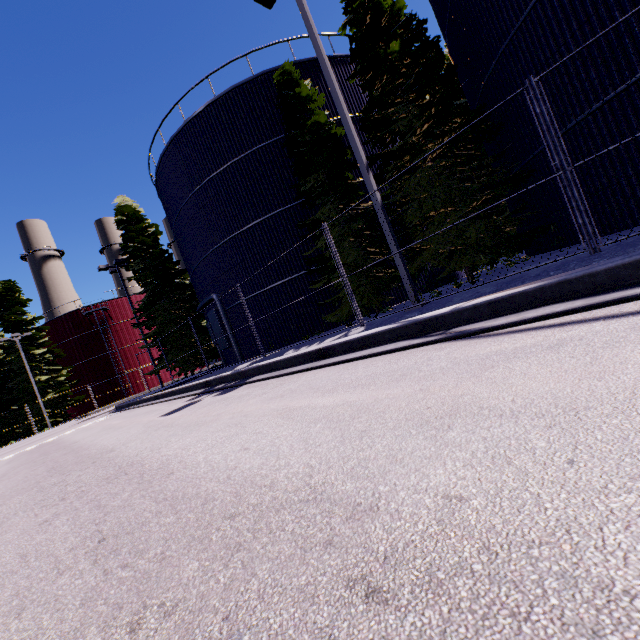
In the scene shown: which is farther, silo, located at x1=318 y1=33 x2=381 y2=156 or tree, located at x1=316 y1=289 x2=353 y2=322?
silo, located at x1=318 y1=33 x2=381 y2=156

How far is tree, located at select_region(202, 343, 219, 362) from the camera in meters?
23.6

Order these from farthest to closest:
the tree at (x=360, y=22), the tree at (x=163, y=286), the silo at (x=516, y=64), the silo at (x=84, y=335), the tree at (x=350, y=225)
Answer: the silo at (x=84, y=335) → the tree at (x=163, y=286) → the tree at (x=350, y=225) → the tree at (x=360, y=22) → the silo at (x=516, y=64)

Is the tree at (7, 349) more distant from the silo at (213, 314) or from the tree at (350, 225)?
the tree at (350, 225)

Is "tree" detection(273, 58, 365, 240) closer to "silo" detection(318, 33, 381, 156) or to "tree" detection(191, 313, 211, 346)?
"silo" detection(318, 33, 381, 156)

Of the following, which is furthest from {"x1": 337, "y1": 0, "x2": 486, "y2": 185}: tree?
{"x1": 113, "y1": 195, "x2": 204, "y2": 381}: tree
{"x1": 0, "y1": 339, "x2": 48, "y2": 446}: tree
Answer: {"x1": 0, "y1": 339, "x2": 48, "y2": 446}: tree

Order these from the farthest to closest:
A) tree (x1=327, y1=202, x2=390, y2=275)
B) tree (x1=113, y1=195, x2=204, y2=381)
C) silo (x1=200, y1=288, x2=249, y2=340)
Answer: tree (x1=113, y1=195, x2=204, y2=381)
silo (x1=200, y1=288, x2=249, y2=340)
tree (x1=327, y1=202, x2=390, y2=275)

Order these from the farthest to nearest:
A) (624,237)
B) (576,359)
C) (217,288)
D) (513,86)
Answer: (217,288) → (513,86) → (624,237) → (576,359)
